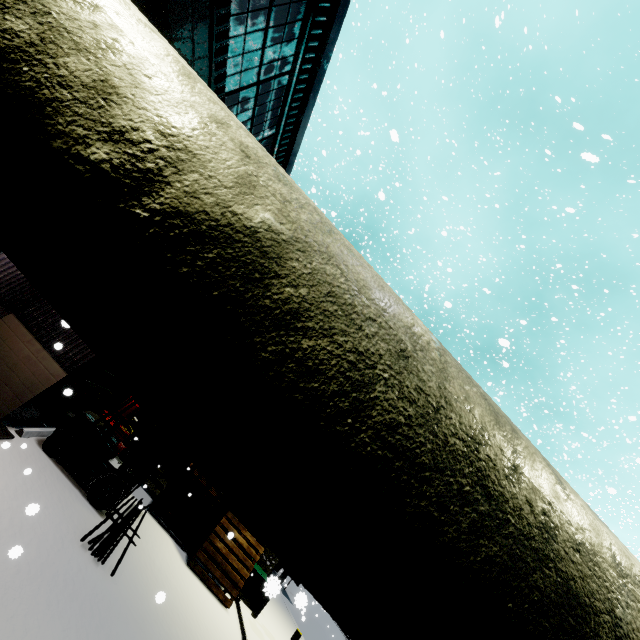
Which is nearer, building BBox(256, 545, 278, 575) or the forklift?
the forklift

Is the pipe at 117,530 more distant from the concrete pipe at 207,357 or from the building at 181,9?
the concrete pipe at 207,357

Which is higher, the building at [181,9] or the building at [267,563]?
the building at [181,9]

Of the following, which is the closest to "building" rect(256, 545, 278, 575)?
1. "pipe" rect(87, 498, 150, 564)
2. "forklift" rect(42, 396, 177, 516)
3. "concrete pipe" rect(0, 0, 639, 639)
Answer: "concrete pipe" rect(0, 0, 639, 639)

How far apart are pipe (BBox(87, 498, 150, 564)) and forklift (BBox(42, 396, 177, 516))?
0.05m

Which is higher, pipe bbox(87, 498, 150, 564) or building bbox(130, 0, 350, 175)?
building bbox(130, 0, 350, 175)

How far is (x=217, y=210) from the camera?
0.9m

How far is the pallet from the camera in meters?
10.4
